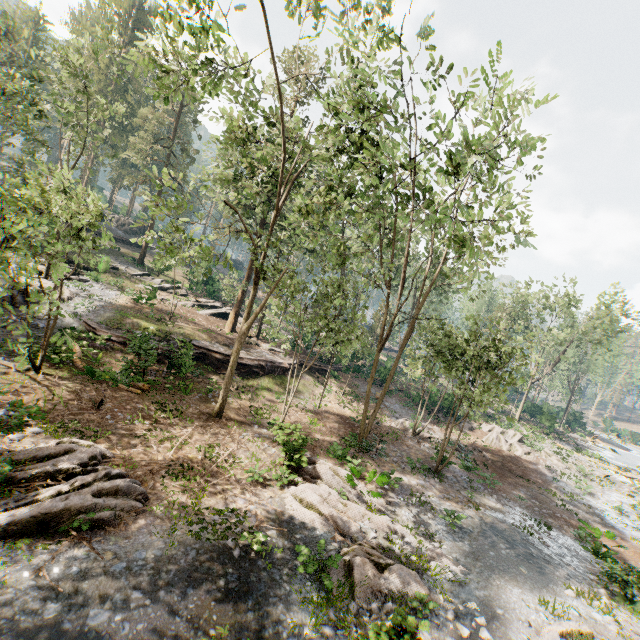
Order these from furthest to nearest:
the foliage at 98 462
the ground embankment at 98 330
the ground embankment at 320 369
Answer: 1. the ground embankment at 320 369
2. the ground embankment at 98 330
3. the foliage at 98 462

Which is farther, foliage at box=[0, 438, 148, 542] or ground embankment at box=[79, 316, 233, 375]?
ground embankment at box=[79, 316, 233, 375]

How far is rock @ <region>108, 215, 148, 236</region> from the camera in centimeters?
4653cm

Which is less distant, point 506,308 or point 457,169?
point 457,169

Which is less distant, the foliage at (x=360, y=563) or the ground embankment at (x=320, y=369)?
the foliage at (x=360, y=563)

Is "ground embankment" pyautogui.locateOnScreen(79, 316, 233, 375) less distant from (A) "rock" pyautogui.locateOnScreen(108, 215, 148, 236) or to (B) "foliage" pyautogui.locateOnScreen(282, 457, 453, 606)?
(B) "foliage" pyautogui.locateOnScreen(282, 457, 453, 606)

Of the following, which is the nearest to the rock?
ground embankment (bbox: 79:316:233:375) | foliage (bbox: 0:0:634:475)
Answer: foliage (bbox: 0:0:634:475)

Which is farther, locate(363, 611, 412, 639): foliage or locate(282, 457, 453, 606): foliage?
locate(282, 457, 453, 606): foliage
